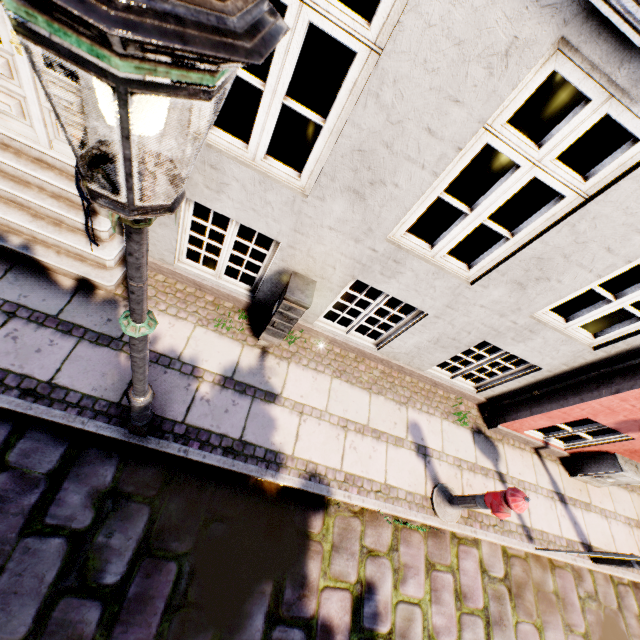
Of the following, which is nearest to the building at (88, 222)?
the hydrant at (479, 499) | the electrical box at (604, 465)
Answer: the electrical box at (604, 465)

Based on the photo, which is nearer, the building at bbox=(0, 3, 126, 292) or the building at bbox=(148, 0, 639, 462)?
the building at bbox=(148, 0, 639, 462)

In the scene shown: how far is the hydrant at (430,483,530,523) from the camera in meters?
3.5 m

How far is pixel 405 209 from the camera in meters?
2.9

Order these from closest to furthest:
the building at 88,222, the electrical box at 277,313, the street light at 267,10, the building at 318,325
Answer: the street light at 267,10, the building at 318,325, the building at 88,222, the electrical box at 277,313

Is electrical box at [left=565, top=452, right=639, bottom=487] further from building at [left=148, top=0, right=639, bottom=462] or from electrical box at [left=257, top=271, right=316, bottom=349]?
electrical box at [left=257, top=271, right=316, bottom=349]

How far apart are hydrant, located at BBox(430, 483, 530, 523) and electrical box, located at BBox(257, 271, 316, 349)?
2.9m

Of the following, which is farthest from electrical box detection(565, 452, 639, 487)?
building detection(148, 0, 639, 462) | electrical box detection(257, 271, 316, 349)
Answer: electrical box detection(257, 271, 316, 349)
